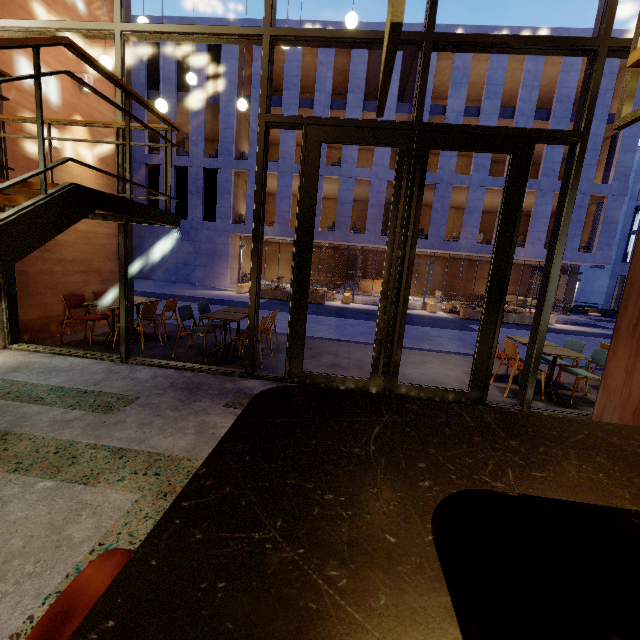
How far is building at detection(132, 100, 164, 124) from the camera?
20.80m

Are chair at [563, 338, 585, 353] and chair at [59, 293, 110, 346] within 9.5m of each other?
yes

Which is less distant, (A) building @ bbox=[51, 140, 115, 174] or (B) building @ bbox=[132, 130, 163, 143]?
(A) building @ bbox=[51, 140, 115, 174]

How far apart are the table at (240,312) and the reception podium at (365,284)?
20.5 meters

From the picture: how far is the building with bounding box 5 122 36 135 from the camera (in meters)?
4.85

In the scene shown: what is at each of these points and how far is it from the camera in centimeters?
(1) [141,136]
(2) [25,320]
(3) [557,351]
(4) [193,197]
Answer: (1) building, 2109cm
(2) building, 541cm
(3) table, 504cm
(4) building, 2141cm

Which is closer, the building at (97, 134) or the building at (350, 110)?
the building at (97, 134)
